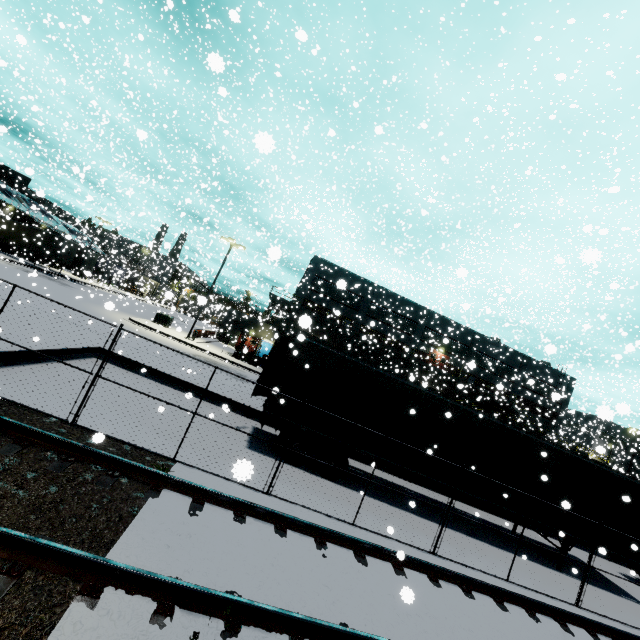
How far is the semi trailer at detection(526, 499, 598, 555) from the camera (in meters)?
11.19

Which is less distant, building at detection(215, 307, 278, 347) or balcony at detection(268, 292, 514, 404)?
balcony at detection(268, 292, 514, 404)

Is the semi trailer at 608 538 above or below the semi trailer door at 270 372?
below

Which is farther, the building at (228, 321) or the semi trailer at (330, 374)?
the building at (228, 321)

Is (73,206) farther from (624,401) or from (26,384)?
(624,401)

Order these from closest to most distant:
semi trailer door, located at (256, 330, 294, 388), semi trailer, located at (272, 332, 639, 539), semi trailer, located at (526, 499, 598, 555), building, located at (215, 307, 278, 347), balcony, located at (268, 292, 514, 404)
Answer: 1. semi trailer, located at (272, 332, 639, 539)
2. semi trailer, located at (526, 499, 598, 555)
3. semi trailer door, located at (256, 330, 294, 388)
4. balcony, located at (268, 292, 514, 404)
5. building, located at (215, 307, 278, 347)

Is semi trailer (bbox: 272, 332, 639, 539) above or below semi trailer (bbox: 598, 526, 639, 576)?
above
